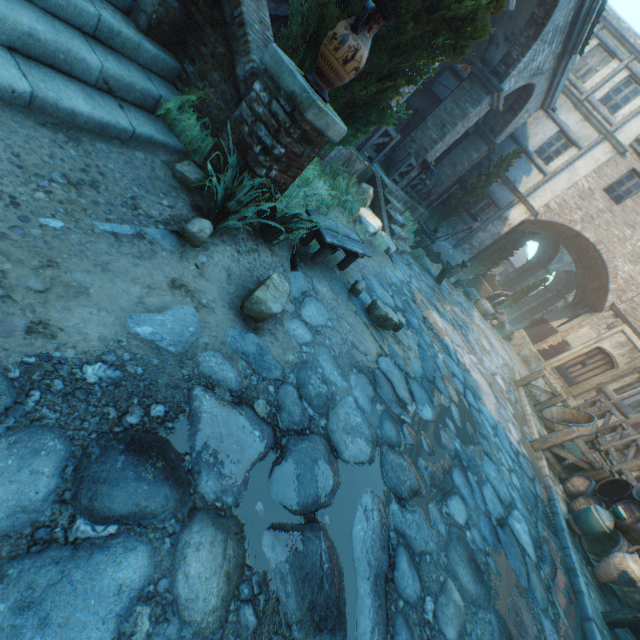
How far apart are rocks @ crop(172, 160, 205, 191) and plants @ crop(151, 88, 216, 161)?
0.3 meters

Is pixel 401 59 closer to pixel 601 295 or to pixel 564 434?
pixel 564 434

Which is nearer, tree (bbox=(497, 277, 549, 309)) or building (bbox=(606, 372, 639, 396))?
building (bbox=(606, 372, 639, 396))

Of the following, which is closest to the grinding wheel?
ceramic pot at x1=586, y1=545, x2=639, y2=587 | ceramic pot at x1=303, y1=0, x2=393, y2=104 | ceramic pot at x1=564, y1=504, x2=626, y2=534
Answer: ceramic pot at x1=564, y1=504, x2=626, y2=534

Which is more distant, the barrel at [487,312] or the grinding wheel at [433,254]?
the barrel at [487,312]

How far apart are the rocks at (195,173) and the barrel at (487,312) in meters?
16.9 m

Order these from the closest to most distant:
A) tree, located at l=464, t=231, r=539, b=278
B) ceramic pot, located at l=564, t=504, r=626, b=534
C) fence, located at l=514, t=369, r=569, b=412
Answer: ceramic pot, located at l=564, t=504, r=626, b=534, fence, located at l=514, t=369, r=569, b=412, tree, located at l=464, t=231, r=539, b=278

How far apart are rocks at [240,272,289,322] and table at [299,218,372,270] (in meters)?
0.99
